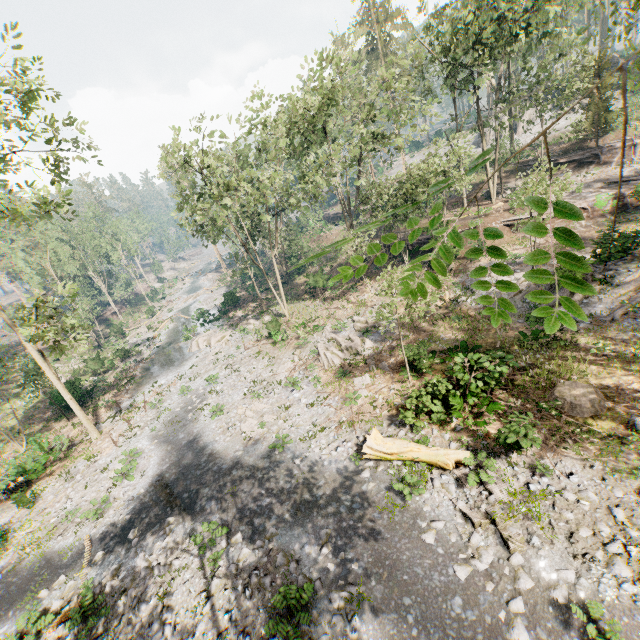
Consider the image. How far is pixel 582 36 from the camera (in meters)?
26.52

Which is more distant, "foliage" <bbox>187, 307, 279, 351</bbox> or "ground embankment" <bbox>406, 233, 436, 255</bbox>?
"foliage" <bbox>187, 307, 279, 351</bbox>

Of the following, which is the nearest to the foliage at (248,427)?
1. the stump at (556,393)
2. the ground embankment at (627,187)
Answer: the ground embankment at (627,187)

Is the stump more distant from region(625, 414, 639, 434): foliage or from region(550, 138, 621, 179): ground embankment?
region(550, 138, 621, 179): ground embankment

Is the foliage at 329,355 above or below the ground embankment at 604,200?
below

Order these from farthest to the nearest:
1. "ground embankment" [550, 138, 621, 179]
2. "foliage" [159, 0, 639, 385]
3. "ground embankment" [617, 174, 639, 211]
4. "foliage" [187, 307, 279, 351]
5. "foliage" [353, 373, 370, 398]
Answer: "foliage" [187, 307, 279, 351]
"ground embankment" [550, 138, 621, 179]
"ground embankment" [617, 174, 639, 211]
"foliage" [353, 373, 370, 398]
"foliage" [159, 0, 639, 385]

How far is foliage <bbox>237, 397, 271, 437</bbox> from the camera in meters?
18.3 m

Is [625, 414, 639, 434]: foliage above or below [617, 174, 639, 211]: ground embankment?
below
